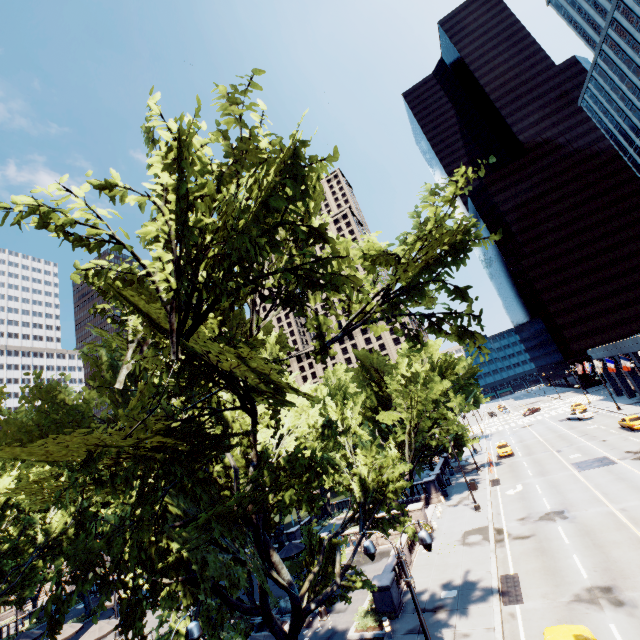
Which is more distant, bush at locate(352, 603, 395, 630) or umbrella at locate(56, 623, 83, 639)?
umbrella at locate(56, 623, 83, 639)

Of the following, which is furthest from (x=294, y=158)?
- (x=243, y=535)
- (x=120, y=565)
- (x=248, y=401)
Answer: (x=243, y=535)

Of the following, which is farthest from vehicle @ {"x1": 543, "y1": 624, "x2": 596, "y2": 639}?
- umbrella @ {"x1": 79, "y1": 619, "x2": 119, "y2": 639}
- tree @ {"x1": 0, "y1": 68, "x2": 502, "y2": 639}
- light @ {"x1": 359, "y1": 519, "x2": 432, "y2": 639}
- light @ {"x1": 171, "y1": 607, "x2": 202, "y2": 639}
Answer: umbrella @ {"x1": 79, "y1": 619, "x2": 119, "y2": 639}

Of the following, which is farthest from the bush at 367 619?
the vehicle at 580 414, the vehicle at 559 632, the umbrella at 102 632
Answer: the vehicle at 580 414

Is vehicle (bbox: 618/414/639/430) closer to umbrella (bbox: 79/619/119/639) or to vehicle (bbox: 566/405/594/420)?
vehicle (bbox: 566/405/594/420)

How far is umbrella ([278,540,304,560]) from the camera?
27.19m

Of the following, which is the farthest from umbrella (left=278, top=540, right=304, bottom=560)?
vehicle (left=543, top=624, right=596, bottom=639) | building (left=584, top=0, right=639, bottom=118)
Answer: building (left=584, top=0, right=639, bottom=118)

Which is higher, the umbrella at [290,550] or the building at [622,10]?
the building at [622,10]
